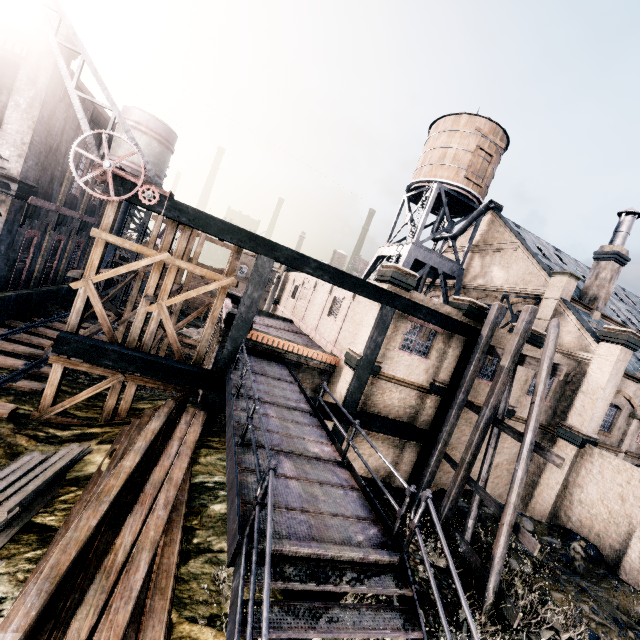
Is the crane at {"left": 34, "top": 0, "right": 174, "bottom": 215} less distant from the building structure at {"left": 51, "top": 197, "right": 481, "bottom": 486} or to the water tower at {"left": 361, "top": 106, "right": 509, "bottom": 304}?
the building structure at {"left": 51, "top": 197, "right": 481, "bottom": 486}

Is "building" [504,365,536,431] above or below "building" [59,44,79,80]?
below

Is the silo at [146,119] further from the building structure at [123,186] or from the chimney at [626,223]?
the chimney at [626,223]

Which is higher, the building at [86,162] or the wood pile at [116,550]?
the building at [86,162]

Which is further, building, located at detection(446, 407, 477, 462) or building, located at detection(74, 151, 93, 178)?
building, located at detection(74, 151, 93, 178)

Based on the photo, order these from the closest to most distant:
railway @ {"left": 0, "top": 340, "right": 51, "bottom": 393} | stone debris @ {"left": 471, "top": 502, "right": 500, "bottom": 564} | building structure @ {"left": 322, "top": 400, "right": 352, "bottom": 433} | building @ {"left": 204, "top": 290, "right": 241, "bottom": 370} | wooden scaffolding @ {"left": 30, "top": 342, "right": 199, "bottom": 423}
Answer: wooden scaffolding @ {"left": 30, "top": 342, "right": 199, "bottom": 423}
stone debris @ {"left": 471, "top": 502, "right": 500, "bottom": 564}
railway @ {"left": 0, "top": 340, "right": 51, "bottom": 393}
building structure @ {"left": 322, "top": 400, "right": 352, "bottom": 433}
building @ {"left": 204, "top": 290, "right": 241, "bottom": 370}

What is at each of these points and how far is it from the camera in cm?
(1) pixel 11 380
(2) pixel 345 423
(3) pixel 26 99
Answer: (1) railway, 1389
(2) building structure, 1538
(3) building, 1730

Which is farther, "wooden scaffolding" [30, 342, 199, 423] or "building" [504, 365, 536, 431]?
"building" [504, 365, 536, 431]
